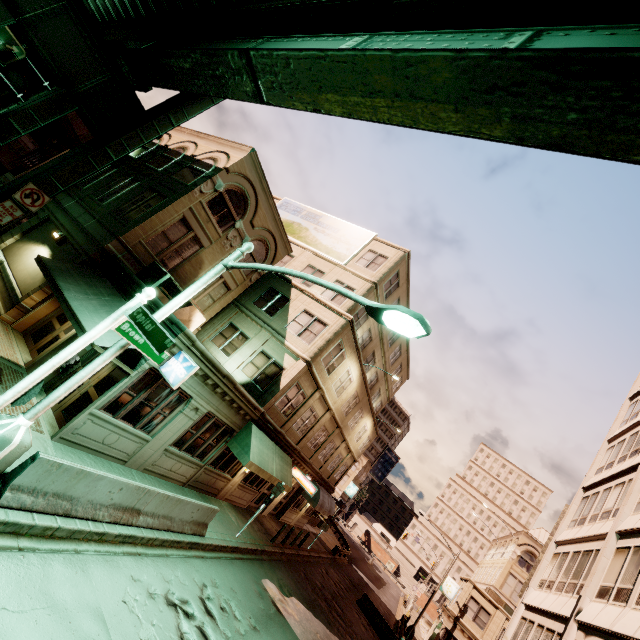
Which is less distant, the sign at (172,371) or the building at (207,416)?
the sign at (172,371)

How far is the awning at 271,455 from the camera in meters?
15.0

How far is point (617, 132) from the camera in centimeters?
335cm

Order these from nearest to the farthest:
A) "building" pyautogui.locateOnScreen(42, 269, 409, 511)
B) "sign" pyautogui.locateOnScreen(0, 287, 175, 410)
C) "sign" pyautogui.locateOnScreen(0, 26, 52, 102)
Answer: "sign" pyautogui.locateOnScreen(0, 287, 175, 410) < "building" pyautogui.locateOnScreen(42, 269, 409, 511) < "sign" pyautogui.locateOnScreen(0, 26, 52, 102)

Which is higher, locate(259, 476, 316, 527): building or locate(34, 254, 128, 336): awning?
locate(34, 254, 128, 336): awning

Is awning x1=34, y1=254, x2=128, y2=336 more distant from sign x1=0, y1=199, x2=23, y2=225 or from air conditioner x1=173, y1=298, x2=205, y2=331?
sign x1=0, y1=199, x2=23, y2=225

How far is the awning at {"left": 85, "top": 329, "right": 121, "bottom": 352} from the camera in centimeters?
881cm

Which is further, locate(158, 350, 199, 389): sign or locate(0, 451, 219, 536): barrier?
locate(158, 350, 199, 389): sign
